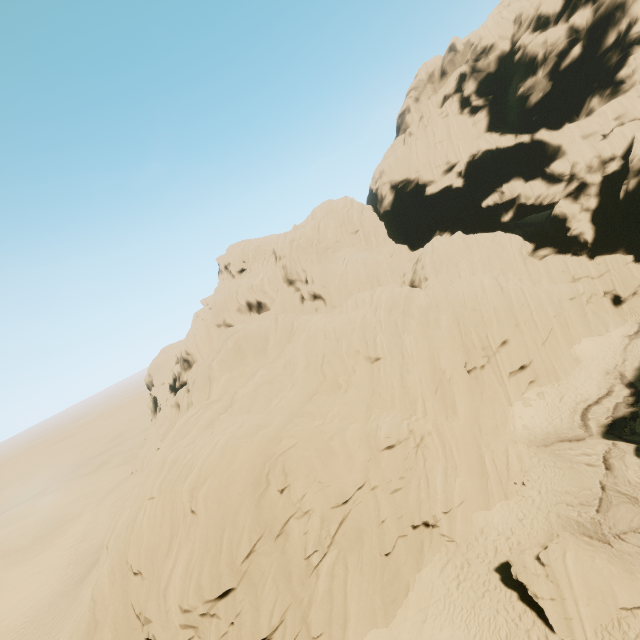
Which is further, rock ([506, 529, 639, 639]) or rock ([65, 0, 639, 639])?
rock ([65, 0, 639, 639])

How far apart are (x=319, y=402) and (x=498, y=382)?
16.1 meters

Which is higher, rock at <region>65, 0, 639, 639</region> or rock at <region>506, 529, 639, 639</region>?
rock at <region>65, 0, 639, 639</region>

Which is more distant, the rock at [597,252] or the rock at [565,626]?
the rock at [597,252]

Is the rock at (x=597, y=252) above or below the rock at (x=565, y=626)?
above
